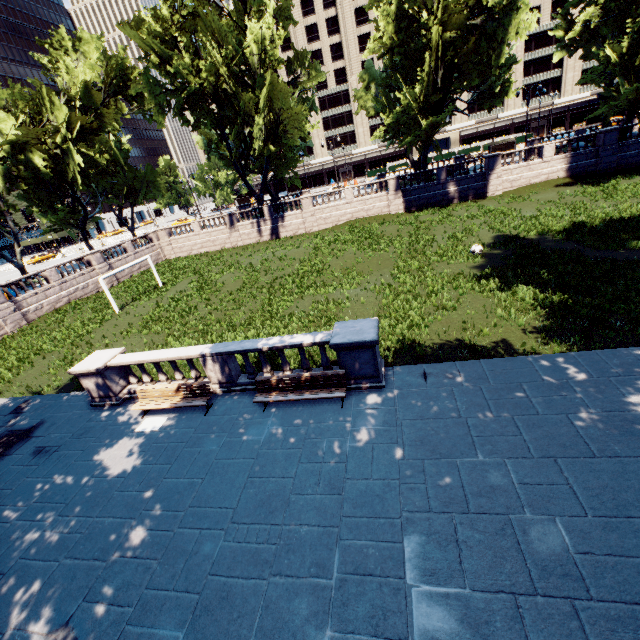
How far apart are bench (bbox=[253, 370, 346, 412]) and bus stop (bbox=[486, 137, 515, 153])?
48.5m

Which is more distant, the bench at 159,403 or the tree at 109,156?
the tree at 109,156

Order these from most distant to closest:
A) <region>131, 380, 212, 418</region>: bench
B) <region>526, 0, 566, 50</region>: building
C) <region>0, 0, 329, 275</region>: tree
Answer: <region>526, 0, 566, 50</region>: building < <region>0, 0, 329, 275</region>: tree < <region>131, 380, 212, 418</region>: bench

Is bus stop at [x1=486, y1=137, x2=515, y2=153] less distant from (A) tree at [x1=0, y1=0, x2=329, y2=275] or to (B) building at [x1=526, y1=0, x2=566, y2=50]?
(A) tree at [x1=0, y1=0, x2=329, y2=275]

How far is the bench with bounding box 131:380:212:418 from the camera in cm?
1073

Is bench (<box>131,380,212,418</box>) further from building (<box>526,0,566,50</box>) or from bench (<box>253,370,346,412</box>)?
building (<box>526,0,566,50</box>)

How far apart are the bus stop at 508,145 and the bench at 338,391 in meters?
48.5

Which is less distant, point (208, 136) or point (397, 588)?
point (397, 588)
